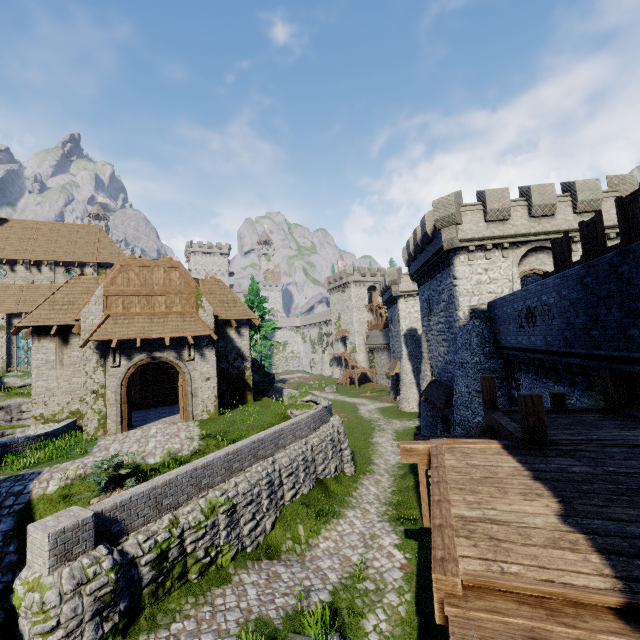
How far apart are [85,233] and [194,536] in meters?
41.3 m

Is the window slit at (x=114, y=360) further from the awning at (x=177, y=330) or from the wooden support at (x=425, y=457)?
the wooden support at (x=425, y=457)

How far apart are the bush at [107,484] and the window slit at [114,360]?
6.84m

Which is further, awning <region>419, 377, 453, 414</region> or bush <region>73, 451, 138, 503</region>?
awning <region>419, 377, 453, 414</region>

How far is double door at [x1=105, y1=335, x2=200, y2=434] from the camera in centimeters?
1631cm

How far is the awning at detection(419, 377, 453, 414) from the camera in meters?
21.0 m

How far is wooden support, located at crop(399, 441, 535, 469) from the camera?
6.18m

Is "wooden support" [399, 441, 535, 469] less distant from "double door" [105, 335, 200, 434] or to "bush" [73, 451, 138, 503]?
"bush" [73, 451, 138, 503]
